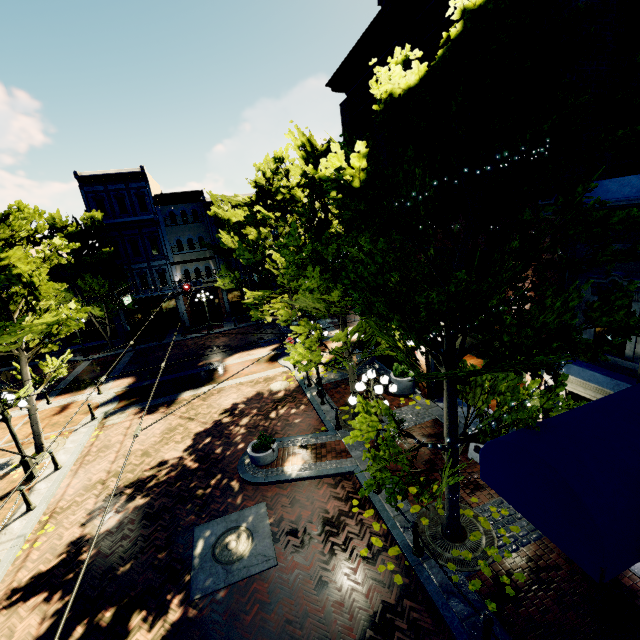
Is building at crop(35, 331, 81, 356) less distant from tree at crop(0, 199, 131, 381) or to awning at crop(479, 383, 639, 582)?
tree at crop(0, 199, 131, 381)

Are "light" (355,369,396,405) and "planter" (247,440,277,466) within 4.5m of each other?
yes

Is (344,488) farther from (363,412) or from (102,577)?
(102,577)

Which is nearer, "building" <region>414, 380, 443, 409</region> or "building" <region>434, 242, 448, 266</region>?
"building" <region>434, 242, 448, 266</region>

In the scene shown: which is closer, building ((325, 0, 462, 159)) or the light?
the light

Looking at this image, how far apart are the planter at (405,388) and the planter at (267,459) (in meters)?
5.66

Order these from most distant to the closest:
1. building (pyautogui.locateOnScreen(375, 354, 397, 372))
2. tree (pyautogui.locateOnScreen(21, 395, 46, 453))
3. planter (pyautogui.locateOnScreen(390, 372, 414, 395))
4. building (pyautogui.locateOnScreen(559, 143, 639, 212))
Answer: building (pyautogui.locateOnScreen(375, 354, 397, 372)), planter (pyautogui.locateOnScreen(390, 372, 414, 395)), tree (pyautogui.locateOnScreen(21, 395, 46, 453)), building (pyautogui.locateOnScreen(559, 143, 639, 212))

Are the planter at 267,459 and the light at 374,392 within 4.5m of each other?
yes
